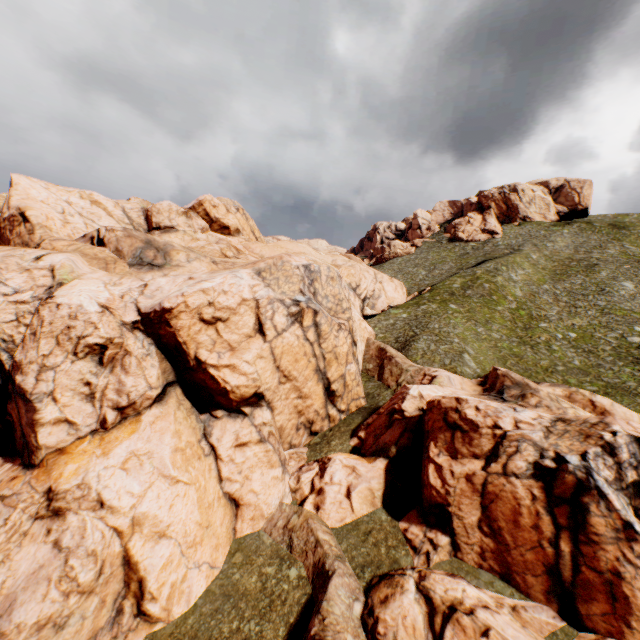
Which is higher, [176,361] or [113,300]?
[113,300]
